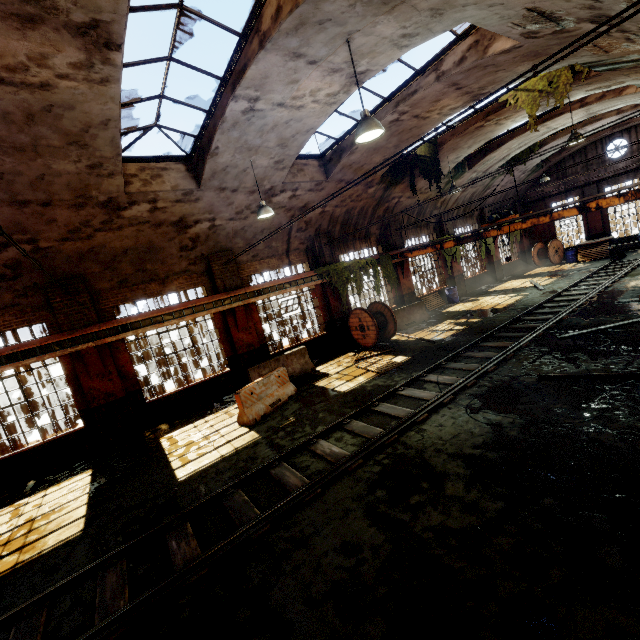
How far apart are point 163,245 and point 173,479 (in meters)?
7.52

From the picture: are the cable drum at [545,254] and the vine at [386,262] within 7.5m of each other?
no

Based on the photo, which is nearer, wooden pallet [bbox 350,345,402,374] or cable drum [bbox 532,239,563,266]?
wooden pallet [bbox 350,345,402,374]

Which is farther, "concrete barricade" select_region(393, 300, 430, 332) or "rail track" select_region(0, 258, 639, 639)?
"concrete barricade" select_region(393, 300, 430, 332)

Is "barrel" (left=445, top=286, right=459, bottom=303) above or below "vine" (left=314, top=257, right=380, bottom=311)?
below

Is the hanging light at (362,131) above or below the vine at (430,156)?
below

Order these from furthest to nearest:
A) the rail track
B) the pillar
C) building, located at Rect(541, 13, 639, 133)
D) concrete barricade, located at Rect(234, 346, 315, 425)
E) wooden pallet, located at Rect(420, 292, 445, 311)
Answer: the pillar → wooden pallet, located at Rect(420, 292, 445, 311) → concrete barricade, located at Rect(234, 346, 315, 425) → building, located at Rect(541, 13, 639, 133) → the rail track

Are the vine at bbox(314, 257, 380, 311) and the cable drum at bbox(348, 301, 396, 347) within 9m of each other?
yes
